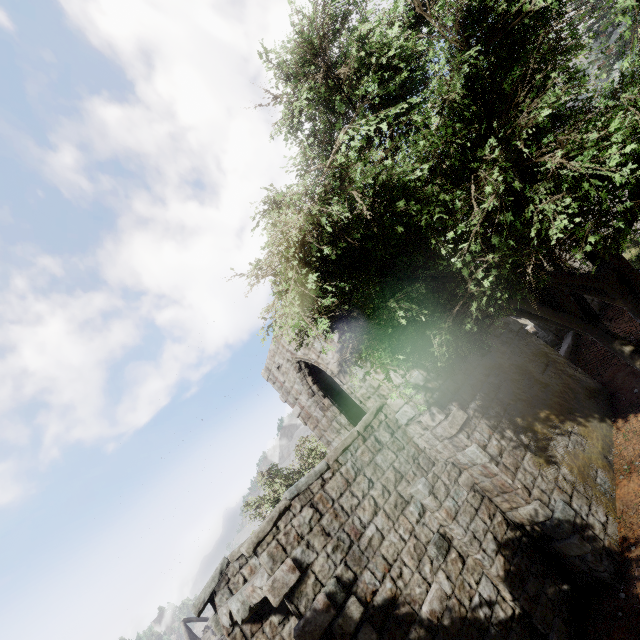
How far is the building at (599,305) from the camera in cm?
1375

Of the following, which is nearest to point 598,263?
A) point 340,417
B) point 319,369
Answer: point 340,417

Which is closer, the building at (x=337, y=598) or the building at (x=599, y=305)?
the building at (x=337, y=598)

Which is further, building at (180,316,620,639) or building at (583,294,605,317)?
building at (583,294,605,317)

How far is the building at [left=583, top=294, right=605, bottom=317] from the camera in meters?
13.8 m
